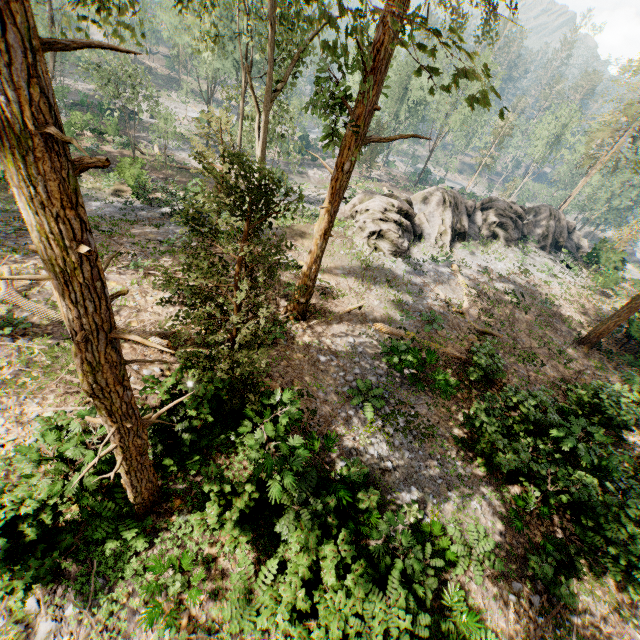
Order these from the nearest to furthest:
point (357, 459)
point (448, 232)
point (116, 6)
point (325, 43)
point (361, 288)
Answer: point (325, 43) → point (116, 6) → point (357, 459) → point (361, 288) → point (448, 232)

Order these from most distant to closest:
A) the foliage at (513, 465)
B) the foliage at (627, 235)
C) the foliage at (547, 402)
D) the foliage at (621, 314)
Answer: the foliage at (627, 235), the foliage at (621, 314), the foliage at (547, 402), the foliage at (513, 465)

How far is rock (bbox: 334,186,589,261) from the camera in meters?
22.1

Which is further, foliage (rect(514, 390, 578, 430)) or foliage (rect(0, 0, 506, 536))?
foliage (rect(514, 390, 578, 430))

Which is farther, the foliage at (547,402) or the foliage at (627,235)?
the foliage at (627,235)

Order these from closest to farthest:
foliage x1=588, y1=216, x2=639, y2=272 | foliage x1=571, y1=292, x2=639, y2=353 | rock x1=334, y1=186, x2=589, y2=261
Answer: foliage x1=571, y1=292, x2=639, y2=353 < rock x1=334, y1=186, x2=589, y2=261 < foliage x1=588, y1=216, x2=639, y2=272

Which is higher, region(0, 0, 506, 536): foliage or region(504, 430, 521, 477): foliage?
region(0, 0, 506, 536): foliage

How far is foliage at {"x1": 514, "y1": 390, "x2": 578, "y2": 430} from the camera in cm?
1274
